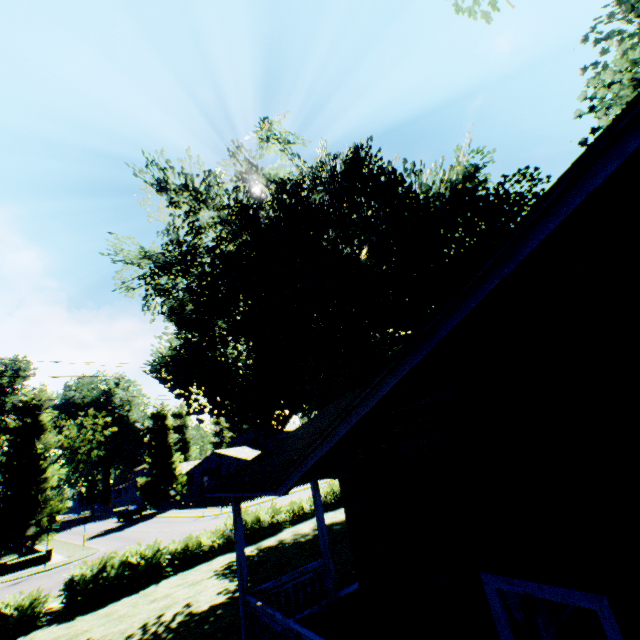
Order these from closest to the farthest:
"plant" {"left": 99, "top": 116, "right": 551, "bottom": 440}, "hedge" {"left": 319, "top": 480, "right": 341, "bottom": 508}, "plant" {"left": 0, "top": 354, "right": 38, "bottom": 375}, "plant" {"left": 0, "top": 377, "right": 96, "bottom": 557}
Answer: "plant" {"left": 99, "top": 116, "right": 551, "bottom": 440}, "hedge" {"left": 319, "top": 480, "right": 341, "bottom": 508}, "plant" {"left": 0, "top": 377, "right": 96, "bottom": 557}, "plant" {"left": 0, "top": 354, "right": 38, "bottom": 375}

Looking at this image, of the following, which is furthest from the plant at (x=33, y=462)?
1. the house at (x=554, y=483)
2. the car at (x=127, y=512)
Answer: the house at (x=554, y=483)

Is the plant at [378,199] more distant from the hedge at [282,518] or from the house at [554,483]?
the house at [554,483]

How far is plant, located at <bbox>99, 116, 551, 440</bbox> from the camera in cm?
1630

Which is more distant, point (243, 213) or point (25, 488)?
point (25, 488)

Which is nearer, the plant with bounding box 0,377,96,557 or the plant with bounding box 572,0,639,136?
the plant with bounding box 572,0,639,136

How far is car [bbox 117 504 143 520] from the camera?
43.6 meters
